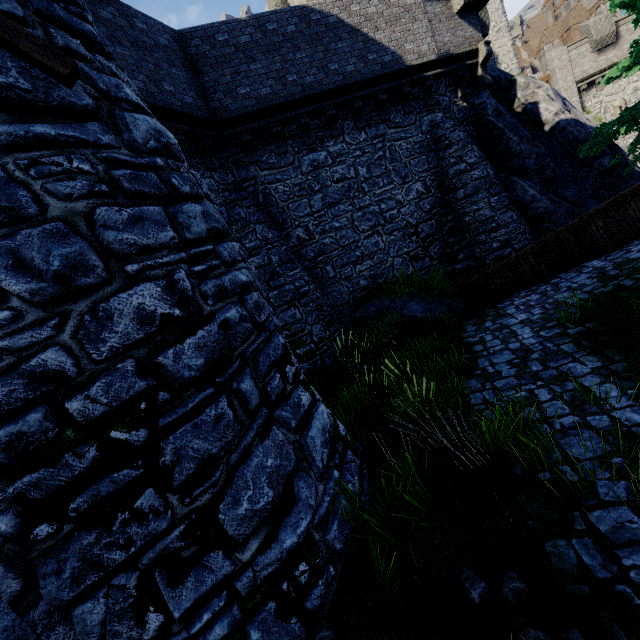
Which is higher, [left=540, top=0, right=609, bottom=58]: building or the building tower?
[left=540, top=0, right=609, bottom=58]: building

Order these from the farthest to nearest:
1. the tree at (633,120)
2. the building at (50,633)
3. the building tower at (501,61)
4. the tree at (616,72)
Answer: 1. the building tower at (501,61)
2. the tree at (633,120)
3. the tree at (616,72)
4. the building at (50,633)

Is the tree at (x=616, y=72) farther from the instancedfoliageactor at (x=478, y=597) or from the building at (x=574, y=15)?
the building at (x=574, y=15)

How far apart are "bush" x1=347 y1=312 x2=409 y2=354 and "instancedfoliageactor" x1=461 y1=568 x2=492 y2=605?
6.3 meters

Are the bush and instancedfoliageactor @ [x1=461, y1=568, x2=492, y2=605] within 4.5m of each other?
A: no

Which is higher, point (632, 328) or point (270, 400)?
point (270, 400)

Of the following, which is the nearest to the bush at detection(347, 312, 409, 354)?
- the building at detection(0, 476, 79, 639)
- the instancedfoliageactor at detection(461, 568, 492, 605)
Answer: the instancedfoliageactor at detection(461, 568, 492, 605)

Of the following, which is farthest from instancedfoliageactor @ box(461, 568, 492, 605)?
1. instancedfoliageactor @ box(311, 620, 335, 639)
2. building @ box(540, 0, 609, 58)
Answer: → building @ box(540, 0, 609, 58)
